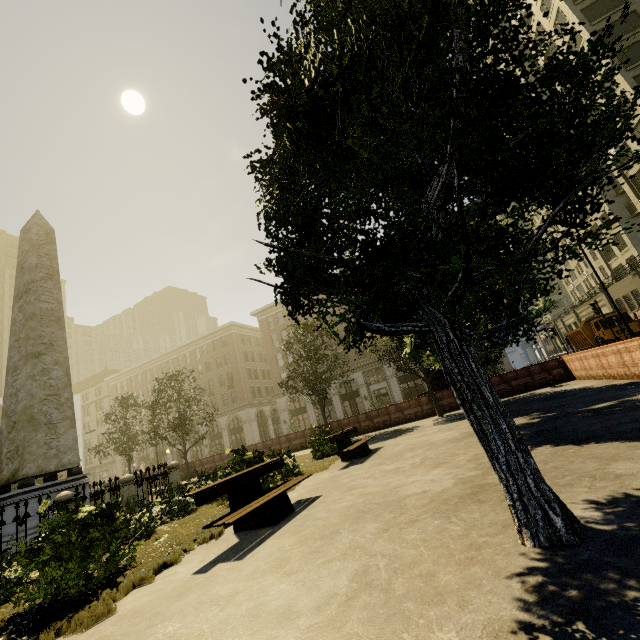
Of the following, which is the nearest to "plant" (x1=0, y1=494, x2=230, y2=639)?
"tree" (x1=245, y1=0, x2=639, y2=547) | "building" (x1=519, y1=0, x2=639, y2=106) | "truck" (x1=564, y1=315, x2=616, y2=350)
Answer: "tree" (x1=245, y1=0, x2=639, y2=547)

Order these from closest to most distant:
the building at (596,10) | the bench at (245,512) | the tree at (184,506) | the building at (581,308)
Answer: the bench at (245,512), the tree at (184,506), the building at (596,10), the building at (581,308)

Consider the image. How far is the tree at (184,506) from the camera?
7.39m

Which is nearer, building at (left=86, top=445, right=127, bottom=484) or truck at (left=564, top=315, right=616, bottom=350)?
truck at (left=564, top=315, right=616, bottom=350)

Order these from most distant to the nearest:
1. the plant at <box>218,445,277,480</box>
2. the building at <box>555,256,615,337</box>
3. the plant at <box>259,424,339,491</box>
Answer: the building at <box>555,256,615,337</box>
the plant at <box>259,424,339,491</box>
the plant at <box>218,445,277,480</box>

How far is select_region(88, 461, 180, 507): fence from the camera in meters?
9.2 m

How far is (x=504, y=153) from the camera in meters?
3.5

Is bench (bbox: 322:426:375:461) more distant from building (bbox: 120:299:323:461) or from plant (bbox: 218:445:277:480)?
building (bbox: 120:299:323:461)
